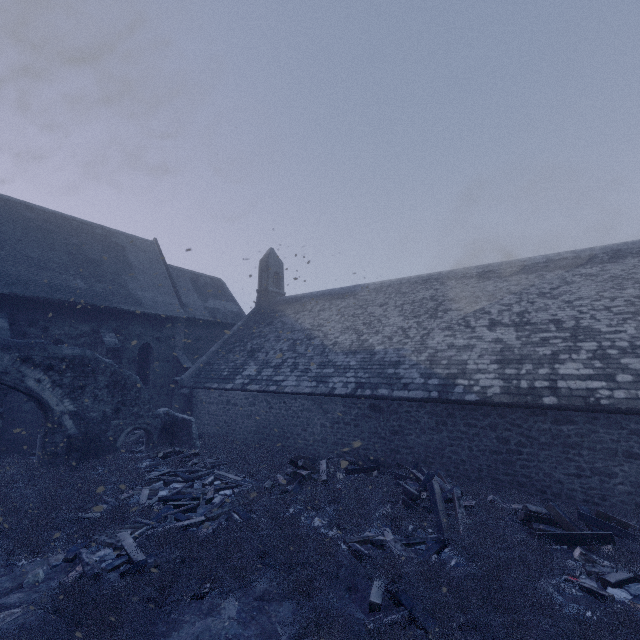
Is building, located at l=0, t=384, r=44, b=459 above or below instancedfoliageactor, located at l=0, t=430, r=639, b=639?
above

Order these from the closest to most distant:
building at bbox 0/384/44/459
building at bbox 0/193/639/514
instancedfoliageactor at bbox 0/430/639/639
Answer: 1. instancedfoliageactor at bbox 0/430/639/639
2. building at bbox 0/193/639/514
3. building at bbox 0/384/44/459

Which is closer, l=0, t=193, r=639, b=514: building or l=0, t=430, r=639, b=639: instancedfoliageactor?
l=0, t=430, r=639, b=639: instancedfoliageactor

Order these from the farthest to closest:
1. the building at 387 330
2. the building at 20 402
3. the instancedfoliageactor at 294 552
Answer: the building at 20 402
the building at 387 330
the instancedfoliageactor at 294 552

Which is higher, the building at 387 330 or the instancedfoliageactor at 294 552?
the building at 387 330

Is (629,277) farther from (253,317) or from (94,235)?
(94,235)

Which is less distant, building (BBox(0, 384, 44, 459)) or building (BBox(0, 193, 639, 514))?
building (BBox(0, 193, 639, 514))
